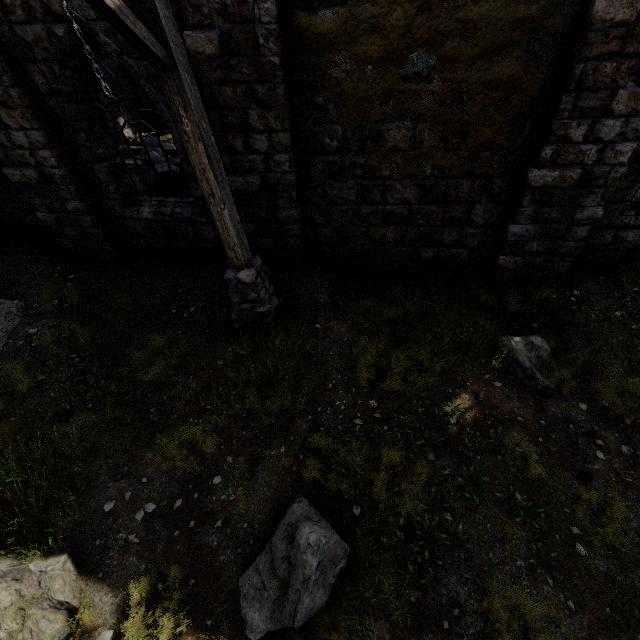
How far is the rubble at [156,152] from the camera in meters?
9.5

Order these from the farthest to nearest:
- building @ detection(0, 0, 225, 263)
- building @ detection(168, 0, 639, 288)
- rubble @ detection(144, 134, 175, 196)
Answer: rubble @ detection(144, 134, 175, 196)
building @ detection(0, 0, 225, 263)
building @ detection(168, 0, 639, 288)

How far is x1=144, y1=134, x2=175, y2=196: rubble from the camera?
9.5m

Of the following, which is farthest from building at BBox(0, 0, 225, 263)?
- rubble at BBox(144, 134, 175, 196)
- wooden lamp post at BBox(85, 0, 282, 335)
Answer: wooden lamp post at BBox(85, 0, 282, 335)

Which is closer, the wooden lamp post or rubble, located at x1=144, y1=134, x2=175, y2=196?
the wooden lamp post

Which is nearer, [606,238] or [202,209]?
[606,238]

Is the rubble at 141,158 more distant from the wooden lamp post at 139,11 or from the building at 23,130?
the wooden lamp post at 139,11
